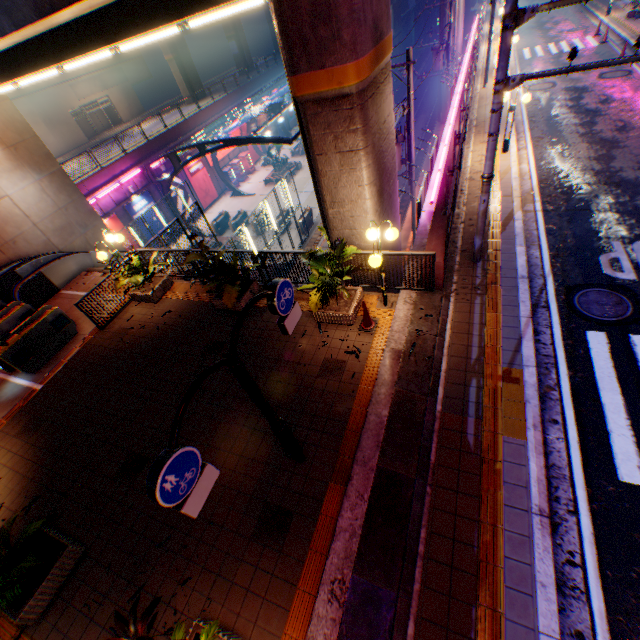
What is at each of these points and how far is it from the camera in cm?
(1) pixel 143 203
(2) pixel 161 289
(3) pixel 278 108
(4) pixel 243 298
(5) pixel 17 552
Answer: (1) billboard, 2517
(2) flower bed, 1084
(3) canopy, 2480
(4) flower bed, 918
(5) plants, 507

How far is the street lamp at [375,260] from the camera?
6.80m

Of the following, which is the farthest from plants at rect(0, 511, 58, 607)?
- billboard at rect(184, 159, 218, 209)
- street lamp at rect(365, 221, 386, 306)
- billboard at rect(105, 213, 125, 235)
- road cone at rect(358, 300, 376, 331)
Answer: billboard at rect(184, 159, 218, 209)

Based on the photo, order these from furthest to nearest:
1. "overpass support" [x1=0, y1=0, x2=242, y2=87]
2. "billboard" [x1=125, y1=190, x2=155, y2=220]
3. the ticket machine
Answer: "billboard" [x1=125, y1=190, x2=155, y2=220]
the ticket machine
"overpass support" [x1=0, y1=0, x2=242, y2=87]

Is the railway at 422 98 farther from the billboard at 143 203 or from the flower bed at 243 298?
the billboard at 143 203

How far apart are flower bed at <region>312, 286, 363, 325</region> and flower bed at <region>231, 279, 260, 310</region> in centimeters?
222cm

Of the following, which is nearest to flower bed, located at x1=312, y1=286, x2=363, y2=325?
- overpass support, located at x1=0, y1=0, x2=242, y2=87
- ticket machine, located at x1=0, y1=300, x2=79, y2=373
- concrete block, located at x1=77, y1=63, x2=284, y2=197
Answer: overpass support, located at x1=0, y1=0, x2=242, y2=87

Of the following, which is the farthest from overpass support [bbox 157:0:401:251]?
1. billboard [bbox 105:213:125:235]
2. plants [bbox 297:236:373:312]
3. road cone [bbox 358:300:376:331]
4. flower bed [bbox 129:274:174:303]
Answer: billboard [bbox 105:213:125:235]
